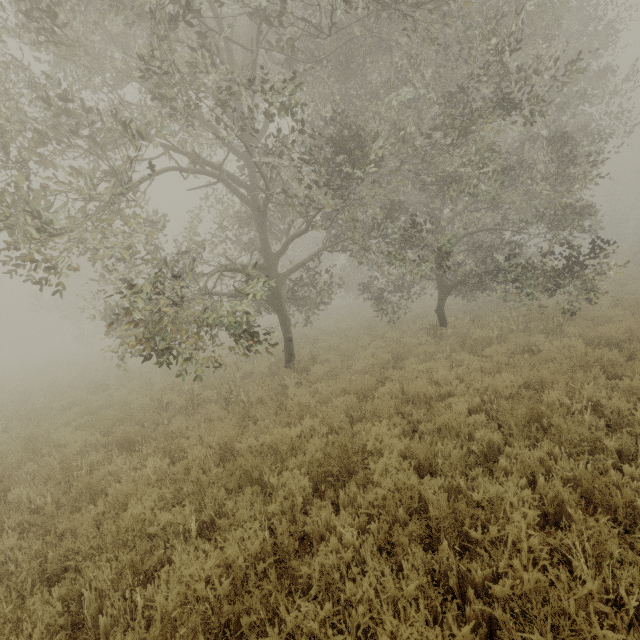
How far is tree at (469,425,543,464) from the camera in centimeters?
418cm

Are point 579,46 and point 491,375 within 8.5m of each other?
no

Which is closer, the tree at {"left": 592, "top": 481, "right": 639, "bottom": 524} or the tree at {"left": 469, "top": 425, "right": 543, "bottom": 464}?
the tree at {"left": 592, "top": 481, "right": 639, "bottom": 524}

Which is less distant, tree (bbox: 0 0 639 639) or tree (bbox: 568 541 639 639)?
tree (bbox: 568 541 639 639)

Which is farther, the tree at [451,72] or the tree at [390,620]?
the tree at [451,72]

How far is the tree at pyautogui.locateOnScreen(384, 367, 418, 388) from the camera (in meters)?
6.53

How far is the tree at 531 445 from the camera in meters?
4.2 m
